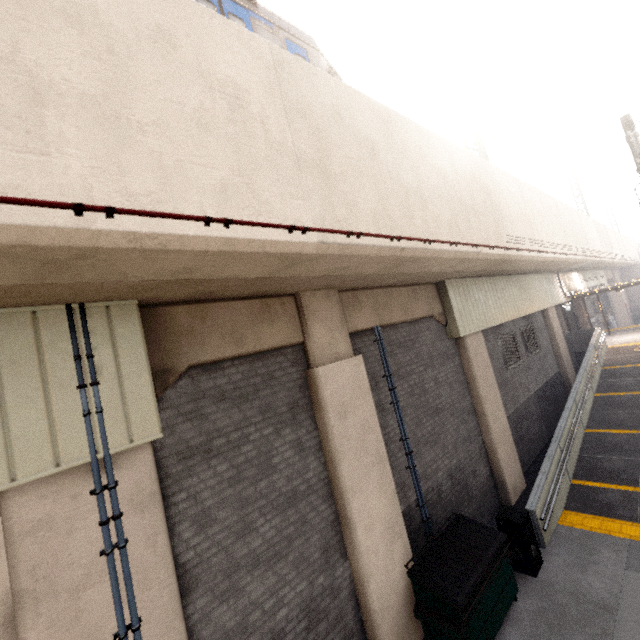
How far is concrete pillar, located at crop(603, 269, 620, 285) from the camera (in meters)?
33.74

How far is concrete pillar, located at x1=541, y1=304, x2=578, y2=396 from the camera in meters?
16.2

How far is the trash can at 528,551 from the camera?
6.9m

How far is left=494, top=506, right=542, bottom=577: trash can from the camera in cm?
694

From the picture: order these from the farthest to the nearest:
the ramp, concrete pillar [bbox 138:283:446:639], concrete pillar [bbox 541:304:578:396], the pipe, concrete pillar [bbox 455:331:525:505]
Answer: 1. concrete pillar [bbox 541:304:578:396]
2. concrete pillar [bbox 455:331:525:505]
3. the ramp
4. concrete pillar [bbox 138:283:446:639]
5. the pipe

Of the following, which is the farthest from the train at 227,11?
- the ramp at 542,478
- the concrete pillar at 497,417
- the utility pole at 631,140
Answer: the ramp at 542,478

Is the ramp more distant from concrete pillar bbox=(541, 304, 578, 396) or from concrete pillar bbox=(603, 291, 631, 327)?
concrete pillar bbox=(603, 291, 631, 327)

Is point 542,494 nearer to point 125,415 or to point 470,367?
point 470,367
